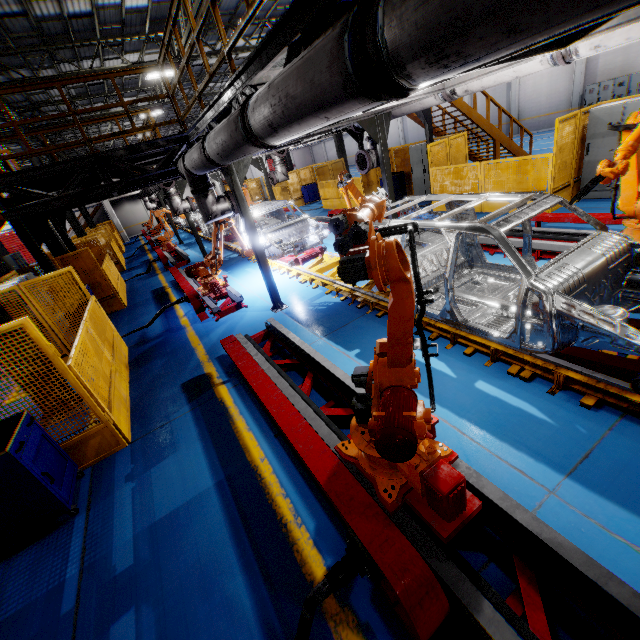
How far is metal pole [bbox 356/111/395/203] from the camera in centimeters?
753cm

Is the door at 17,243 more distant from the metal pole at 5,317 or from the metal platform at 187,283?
the metal pole at 5,317

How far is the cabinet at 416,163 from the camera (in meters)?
12.72

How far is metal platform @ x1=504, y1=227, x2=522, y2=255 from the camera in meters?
6.7 m

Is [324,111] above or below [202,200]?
above

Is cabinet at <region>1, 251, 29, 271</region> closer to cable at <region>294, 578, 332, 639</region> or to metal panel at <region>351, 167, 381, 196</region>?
metal panel at <region>351, 167, 381, 196</region>

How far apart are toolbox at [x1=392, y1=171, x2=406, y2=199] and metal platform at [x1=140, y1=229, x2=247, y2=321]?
8.7m

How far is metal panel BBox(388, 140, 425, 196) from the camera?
14.3m
